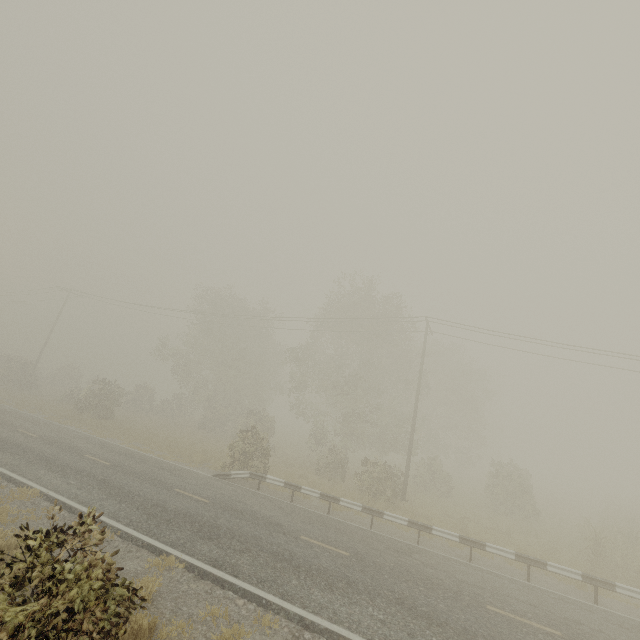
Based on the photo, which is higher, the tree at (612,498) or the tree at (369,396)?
the tree at (369,396)

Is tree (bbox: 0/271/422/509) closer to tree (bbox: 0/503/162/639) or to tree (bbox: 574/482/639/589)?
tree (bbox: 574/482/639/589)

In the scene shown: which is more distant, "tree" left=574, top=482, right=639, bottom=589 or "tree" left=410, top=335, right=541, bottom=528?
"tree" left=410, top=335, right=541, bottom=528

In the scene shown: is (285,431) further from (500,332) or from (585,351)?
(585,351)

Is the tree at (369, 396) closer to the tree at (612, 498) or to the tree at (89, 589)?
the tree at (612, 498)

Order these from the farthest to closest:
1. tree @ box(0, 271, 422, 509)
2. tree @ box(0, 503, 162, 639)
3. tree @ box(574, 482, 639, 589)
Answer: tree @ box(0, 271, 422, 509)
tree @ box(574, 482, 639, 589)
tree @ box(0, 503, 162, 639)

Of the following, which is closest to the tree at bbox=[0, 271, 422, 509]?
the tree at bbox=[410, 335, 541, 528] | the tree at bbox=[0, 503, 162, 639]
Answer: the tree at bbox=[410, 335, 541, 528]
